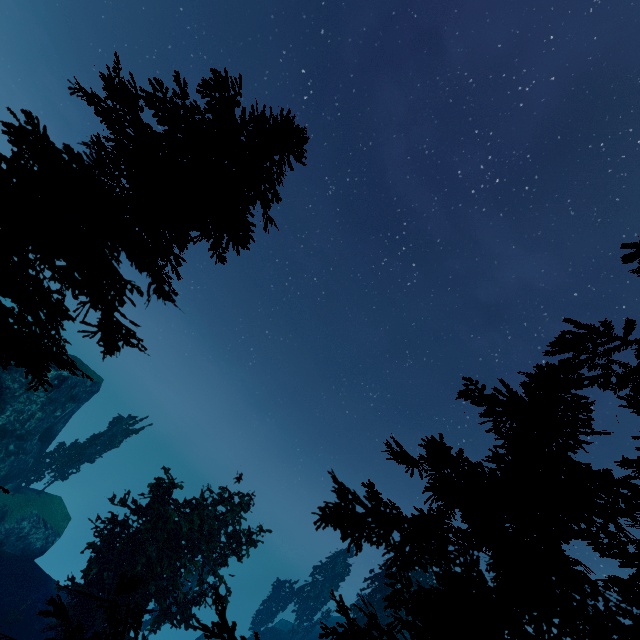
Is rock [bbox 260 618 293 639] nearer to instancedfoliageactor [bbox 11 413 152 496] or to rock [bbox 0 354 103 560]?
instancedfoliageactor [bbox 11 413 152 496]

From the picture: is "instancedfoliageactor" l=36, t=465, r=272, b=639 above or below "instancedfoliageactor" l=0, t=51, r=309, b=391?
below

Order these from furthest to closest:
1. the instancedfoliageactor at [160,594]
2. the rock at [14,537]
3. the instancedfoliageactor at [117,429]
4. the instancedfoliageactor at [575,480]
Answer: the instancedfoliageactor at [117,429] → the rock at [14,537] → the instancedfoliageactor at [160,594] → the instancedfoliageactor at [575,480]

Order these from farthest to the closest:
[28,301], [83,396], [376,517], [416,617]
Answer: [83,396]
[28,301]
[376,517]
[416,617]

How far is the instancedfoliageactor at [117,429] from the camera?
28.64m

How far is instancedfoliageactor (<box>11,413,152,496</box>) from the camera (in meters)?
28.64
